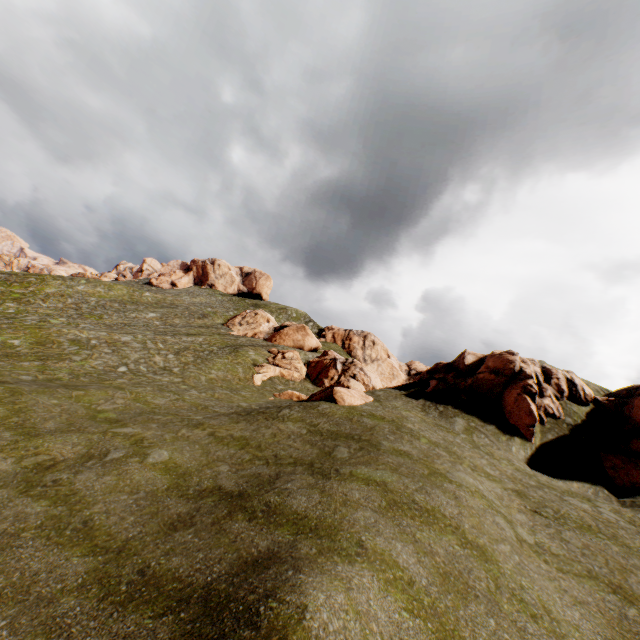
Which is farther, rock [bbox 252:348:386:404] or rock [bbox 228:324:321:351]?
rock [bbox 228:324:321:351]

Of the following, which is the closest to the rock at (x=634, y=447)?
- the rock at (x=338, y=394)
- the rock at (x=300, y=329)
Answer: the rock at (x=338, y=394)

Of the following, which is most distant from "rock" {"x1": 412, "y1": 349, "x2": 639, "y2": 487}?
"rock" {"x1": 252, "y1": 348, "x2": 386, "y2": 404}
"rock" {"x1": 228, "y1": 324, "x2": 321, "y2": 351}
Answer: "rock" {"x1": 228, "y1": 324, "x2": 321, "y2": 351}

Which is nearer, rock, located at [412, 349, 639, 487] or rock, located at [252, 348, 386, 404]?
rock, located at [412, 349, 639, 487]

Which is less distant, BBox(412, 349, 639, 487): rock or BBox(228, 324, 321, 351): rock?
BBox(412, 349, 639, 487): rock

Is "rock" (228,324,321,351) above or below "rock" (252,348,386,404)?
above

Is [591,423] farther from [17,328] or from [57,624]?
[17,328]
